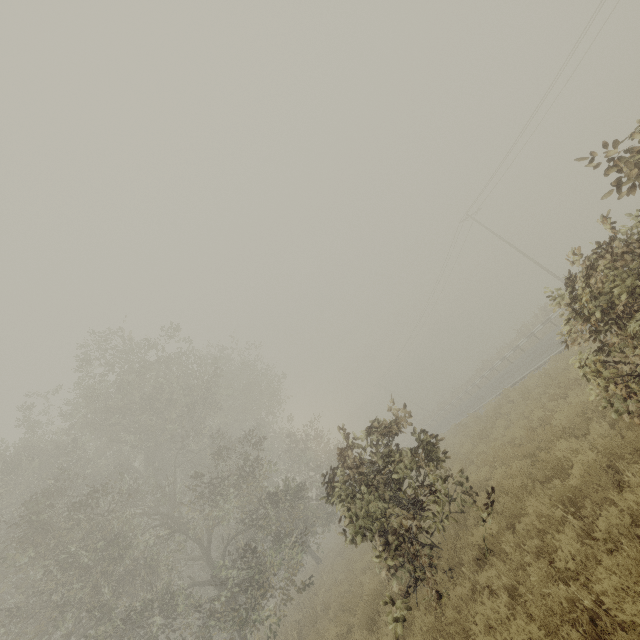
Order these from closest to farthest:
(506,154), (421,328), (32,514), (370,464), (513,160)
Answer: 1. (370,464)
2. (32,514)
3. (506,154)
4. (513,160)
5. (421,328)
